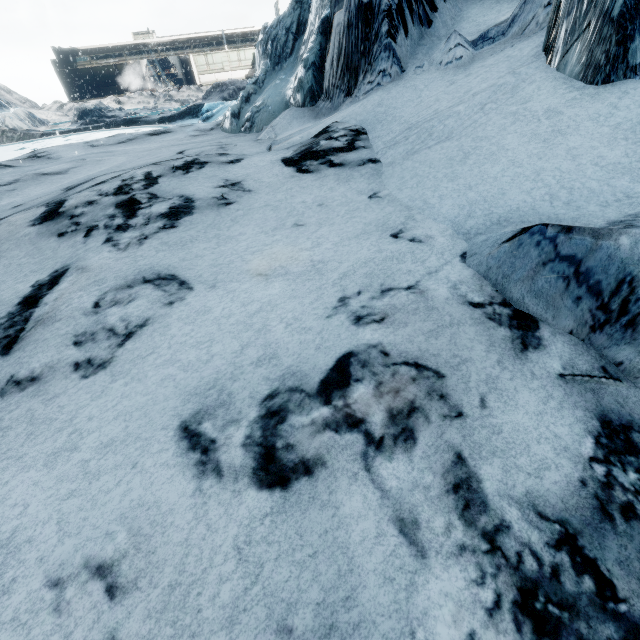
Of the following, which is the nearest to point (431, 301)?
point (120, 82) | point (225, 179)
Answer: point (225, 179)
